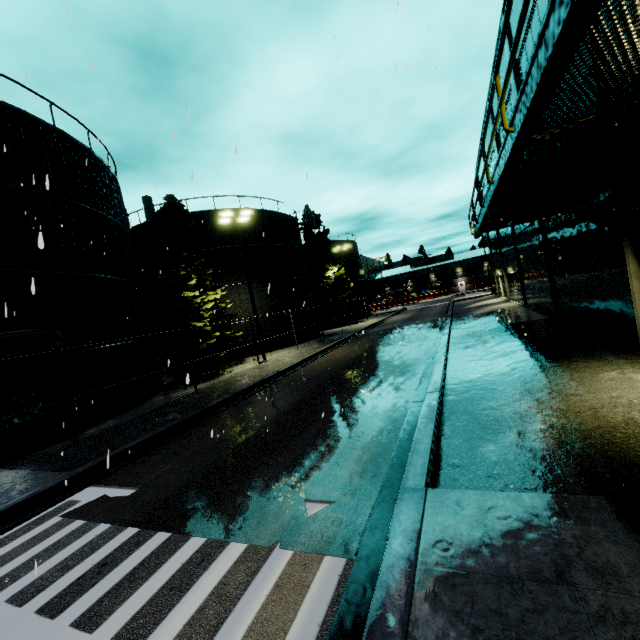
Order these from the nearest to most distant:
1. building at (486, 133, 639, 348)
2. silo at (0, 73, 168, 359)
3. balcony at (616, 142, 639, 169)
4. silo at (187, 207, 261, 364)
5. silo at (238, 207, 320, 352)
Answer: balcony at (616, 142, 639, 169) → building at (486, 133, 639, 348) → silo at (0, 73, 168, 359) → silo at (187, 207, 261, 364) → silo at (238, 207, 320, 352)

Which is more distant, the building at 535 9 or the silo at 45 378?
the building at 535 9

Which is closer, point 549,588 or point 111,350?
point 549,588

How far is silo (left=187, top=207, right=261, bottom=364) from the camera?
25.56m

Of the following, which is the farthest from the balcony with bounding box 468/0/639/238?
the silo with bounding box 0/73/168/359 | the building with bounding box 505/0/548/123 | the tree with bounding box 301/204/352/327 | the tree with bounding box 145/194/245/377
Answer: the tree with bounding box 301/204/352/327

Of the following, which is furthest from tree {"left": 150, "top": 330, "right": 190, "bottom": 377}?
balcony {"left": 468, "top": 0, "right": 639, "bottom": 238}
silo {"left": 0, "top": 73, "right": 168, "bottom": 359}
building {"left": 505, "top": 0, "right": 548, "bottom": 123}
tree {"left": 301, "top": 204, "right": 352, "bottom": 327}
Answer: tree {"left": 301, "top": 204, "right": 352, "bottom": 327}

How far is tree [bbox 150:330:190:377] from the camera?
17.8 meters
